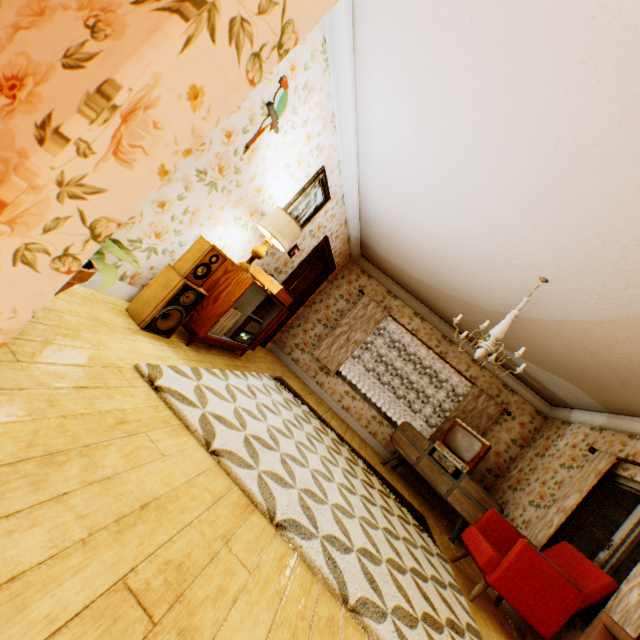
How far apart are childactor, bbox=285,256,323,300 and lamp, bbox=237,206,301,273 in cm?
319

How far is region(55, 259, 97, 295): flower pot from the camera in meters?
1.6

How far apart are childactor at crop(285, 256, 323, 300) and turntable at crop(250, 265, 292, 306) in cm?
210

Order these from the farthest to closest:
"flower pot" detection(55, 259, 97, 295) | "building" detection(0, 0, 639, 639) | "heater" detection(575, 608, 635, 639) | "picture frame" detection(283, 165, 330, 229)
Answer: "picture frame" detection(283, 165, 330, 229), "heater" detection(575, 608, 635, 639), "flower pot" detection(55, 259, 97, 295), "building" detection(0, 0, 639, 639)

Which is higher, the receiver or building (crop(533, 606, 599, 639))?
building (crop(533, 606, 599, 639))

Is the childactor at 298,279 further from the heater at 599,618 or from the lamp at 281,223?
the heater at 599,618

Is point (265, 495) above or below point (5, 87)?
below

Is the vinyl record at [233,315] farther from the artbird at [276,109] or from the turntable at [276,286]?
the artbird at [276,109]
